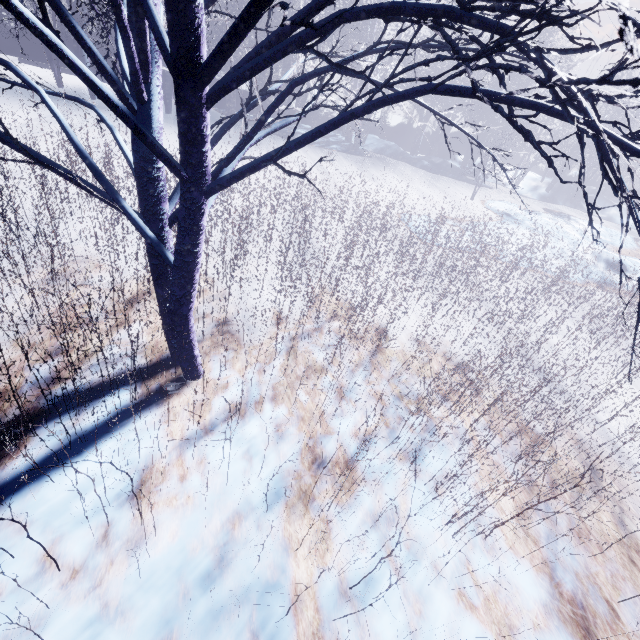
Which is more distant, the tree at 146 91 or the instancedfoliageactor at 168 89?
the instancedfoliageactor at 168 89

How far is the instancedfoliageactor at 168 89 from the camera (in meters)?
11.25

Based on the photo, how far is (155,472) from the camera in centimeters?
245cm

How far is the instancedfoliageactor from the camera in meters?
11.2

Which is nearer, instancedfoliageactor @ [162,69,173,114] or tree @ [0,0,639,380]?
tree @ [0,0,639,380]

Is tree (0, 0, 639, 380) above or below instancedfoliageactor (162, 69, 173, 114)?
above
